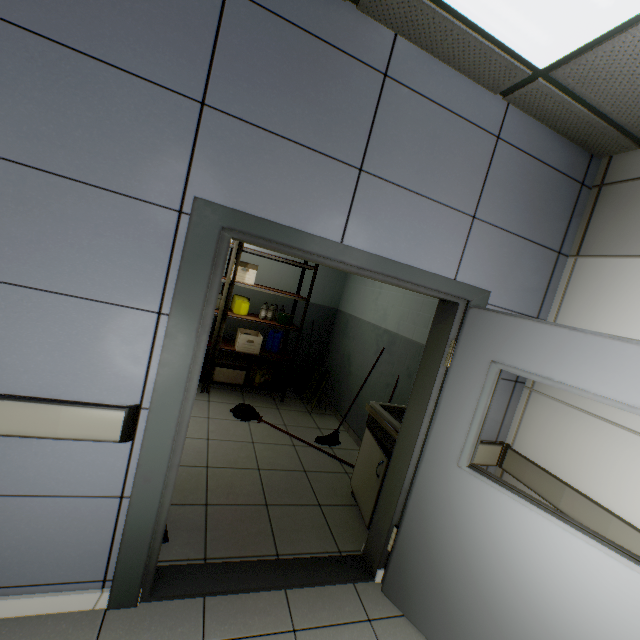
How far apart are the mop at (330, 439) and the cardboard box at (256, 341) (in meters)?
0.83

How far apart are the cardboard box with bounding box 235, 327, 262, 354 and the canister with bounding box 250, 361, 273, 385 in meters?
0.3

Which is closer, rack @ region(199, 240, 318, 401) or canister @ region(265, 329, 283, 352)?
rack @ region(199, 240, 318, 401)

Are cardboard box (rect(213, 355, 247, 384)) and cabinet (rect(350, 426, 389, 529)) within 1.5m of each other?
no

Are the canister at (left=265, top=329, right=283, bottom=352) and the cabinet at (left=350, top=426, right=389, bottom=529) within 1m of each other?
no

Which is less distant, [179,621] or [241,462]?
[179,621]

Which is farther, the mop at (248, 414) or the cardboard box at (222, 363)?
the cardboard box at (222, 363)

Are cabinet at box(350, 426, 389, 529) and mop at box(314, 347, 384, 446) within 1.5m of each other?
yes
